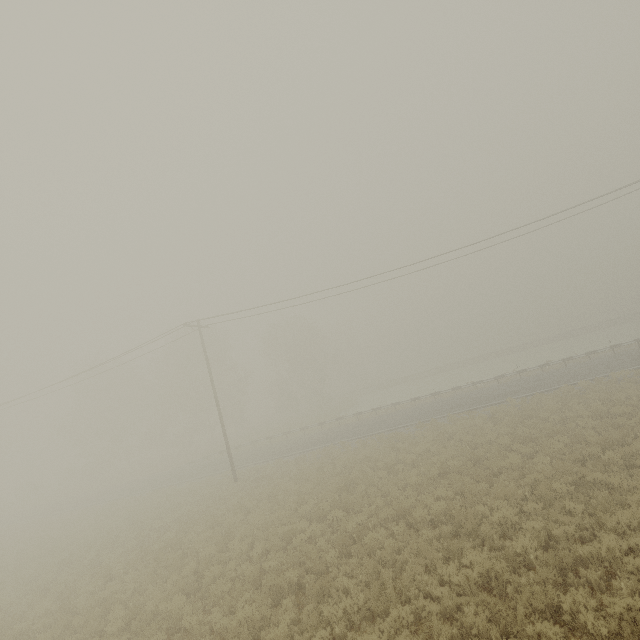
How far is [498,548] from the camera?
8.6m

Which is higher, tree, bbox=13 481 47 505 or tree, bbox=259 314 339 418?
tree, bbox=259 314 339 418

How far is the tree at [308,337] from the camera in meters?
50.2

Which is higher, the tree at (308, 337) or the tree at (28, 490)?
the tree at (308, 337)

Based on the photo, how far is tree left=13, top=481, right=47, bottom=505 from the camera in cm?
4622

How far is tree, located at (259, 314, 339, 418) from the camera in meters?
50.2 m

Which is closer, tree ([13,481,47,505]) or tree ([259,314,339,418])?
tree ([13,481,47,505])
